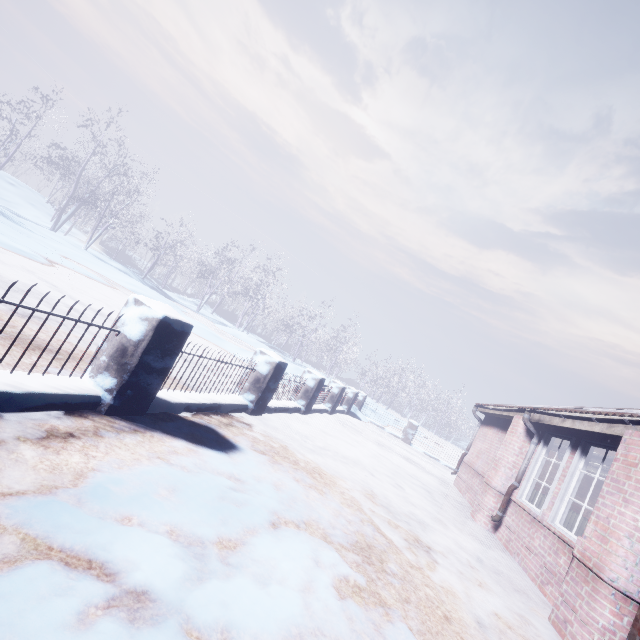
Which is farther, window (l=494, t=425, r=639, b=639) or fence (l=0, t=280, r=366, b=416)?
window (l=494, t=425, r=639, b=639)

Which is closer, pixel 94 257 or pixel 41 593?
pixel 41 593

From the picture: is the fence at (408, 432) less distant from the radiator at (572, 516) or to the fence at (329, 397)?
the fence at (329, 397)

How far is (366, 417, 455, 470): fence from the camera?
12.7m

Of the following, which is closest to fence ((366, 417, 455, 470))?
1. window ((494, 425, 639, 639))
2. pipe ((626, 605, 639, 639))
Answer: window ((494, 425, 639, 639))

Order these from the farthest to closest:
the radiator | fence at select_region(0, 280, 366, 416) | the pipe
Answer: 1. the radiator
2. the pipe
3. fence at select_region(0, 280, 366, 416)

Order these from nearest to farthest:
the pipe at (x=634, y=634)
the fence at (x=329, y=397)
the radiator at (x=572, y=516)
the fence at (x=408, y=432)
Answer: the fence at (x=329, y=397) < the pipe at (x=634, y=634) < the radiator at (x=572, y=516) < the fence at (x=408, y=432)

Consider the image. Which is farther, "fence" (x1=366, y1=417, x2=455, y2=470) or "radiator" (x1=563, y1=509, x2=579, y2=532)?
"fence" (x1=366, y1=417, x2=455, y2=470)
